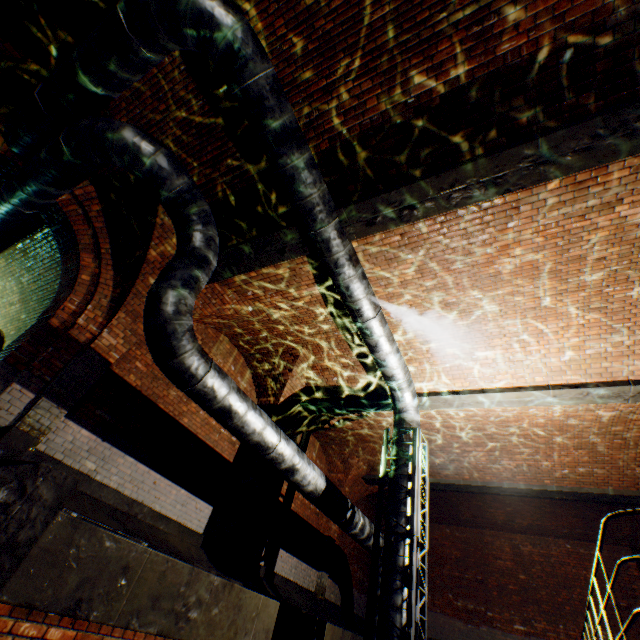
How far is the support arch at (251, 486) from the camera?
7.3m

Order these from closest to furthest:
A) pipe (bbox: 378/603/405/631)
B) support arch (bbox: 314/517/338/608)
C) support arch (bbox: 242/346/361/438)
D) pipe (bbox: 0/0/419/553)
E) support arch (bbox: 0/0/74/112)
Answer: pipe (bbox: 0/0/419/553)
support arch (bbox: 0/0/74/112)
pipe (bbox: 378/603/405/631)
support arch (bbox: 242/346/361/438)
support arch (bbox: 314/517/338/608)

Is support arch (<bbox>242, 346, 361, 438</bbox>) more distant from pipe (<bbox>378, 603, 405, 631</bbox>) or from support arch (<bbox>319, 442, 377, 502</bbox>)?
pipe (<bbox>378, 603, 405, 631</bbox>)

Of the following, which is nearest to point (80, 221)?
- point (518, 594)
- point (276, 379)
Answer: point (276, 379)

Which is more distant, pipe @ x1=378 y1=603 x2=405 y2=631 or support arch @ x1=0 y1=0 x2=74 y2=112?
pipe @ x1=378 y1=603 x2=405 y2=631

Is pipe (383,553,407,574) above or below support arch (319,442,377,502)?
below

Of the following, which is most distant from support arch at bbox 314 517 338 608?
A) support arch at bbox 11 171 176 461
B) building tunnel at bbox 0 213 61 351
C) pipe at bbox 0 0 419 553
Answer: building tunnel at bbox 0 213 61 351

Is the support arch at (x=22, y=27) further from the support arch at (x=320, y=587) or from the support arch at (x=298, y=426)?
the support arch at (x=320, y=587)
